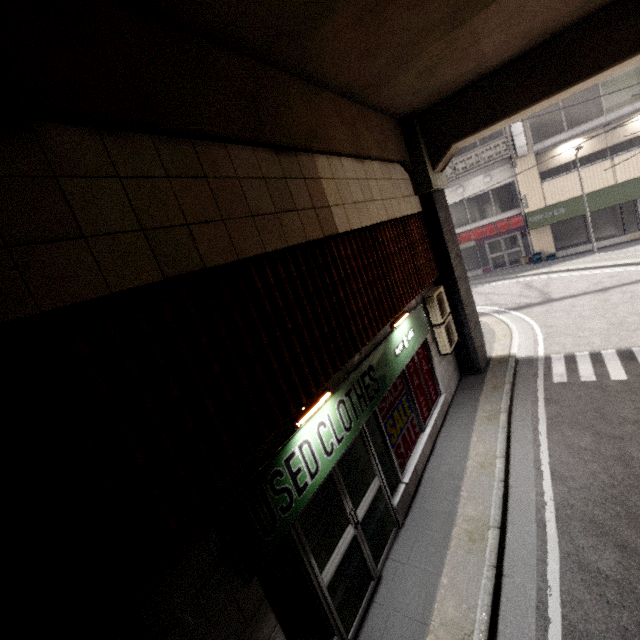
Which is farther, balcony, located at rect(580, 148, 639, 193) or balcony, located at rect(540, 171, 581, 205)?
balcony, located at rect(540, 171, 581, 205)

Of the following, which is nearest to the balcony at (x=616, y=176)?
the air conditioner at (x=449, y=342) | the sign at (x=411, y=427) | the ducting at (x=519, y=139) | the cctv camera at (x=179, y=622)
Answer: the ducting at (x=519, y=139)

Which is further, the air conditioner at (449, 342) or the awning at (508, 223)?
the awning at (508, 223)

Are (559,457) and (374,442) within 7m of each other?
yes

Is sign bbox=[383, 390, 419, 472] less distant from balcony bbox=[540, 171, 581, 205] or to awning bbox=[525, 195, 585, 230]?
awning bbox=[525, 195, 585, 230]

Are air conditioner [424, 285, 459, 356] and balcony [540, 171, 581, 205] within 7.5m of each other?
no

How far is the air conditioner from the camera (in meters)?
7.79

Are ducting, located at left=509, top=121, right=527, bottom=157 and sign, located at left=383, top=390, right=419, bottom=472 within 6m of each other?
no
